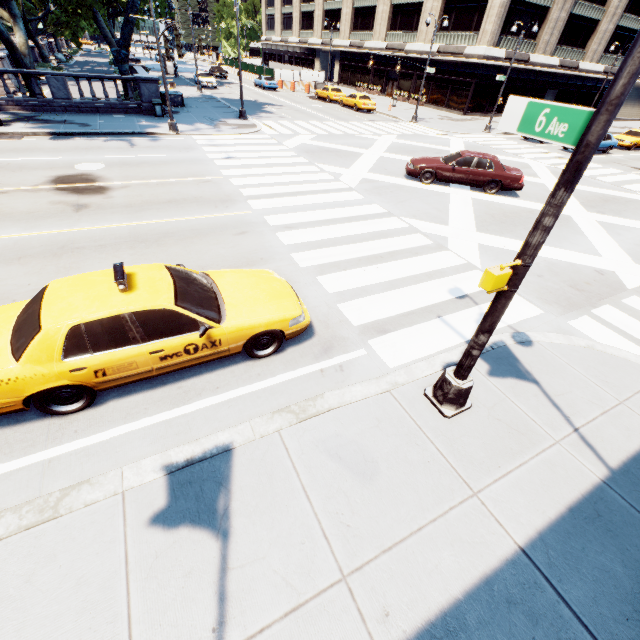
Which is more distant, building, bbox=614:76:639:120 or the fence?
building, bbox=614:76:639:120

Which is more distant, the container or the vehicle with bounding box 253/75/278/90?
the vehicle with bounding box 253/75/278/90

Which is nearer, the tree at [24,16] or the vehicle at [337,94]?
the tree at [24,16]

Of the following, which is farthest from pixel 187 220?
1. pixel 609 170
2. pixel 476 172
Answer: pixel 609 170

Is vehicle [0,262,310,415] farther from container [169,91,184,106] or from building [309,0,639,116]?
building [309,0,639,116]

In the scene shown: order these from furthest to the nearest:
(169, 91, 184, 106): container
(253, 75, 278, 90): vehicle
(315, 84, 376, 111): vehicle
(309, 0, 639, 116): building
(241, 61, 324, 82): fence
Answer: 1. (241, 61, 324, 82): fence
2. (253, 75, 278, 90): vehicle
3. (309, 0, 639, 116): building
4. (315, 84, 376, 111): vehicle
5. (169, 91, 184, 106): container

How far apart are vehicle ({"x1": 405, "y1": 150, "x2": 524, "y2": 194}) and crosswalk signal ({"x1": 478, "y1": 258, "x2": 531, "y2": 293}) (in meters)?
12.78

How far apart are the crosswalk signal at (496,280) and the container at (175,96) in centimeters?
3005cm
